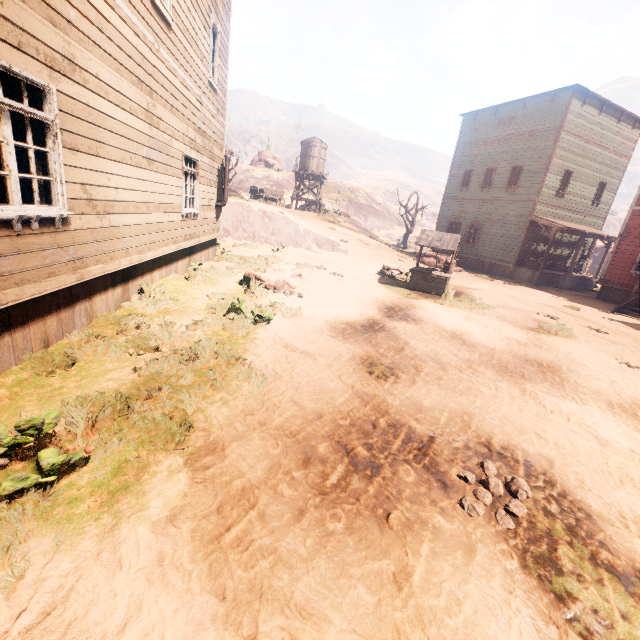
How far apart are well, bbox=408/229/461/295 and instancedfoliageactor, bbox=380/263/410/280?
0.68m

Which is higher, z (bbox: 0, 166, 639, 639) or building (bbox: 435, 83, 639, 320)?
building (bbox: 435, 83, 639, 320)

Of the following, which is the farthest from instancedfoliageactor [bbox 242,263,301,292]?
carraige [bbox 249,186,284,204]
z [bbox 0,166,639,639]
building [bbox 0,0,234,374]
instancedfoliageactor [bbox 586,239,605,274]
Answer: instancedfoliageactor [bbox 586,239,605,274]

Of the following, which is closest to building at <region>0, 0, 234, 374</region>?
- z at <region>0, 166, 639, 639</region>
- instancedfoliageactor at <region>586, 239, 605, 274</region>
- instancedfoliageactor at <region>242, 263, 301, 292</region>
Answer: z at <region>0, 166, 639, 639</region>

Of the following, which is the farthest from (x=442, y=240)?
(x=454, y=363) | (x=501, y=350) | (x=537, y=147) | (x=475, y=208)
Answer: (x=475, y=208)

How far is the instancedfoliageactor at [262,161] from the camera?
50.4m

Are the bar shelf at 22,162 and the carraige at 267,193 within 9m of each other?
no

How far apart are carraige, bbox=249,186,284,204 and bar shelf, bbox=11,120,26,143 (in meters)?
18.11
